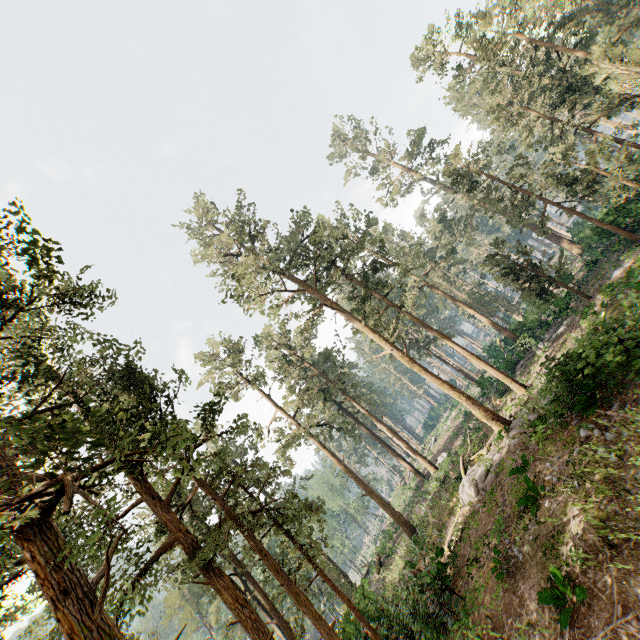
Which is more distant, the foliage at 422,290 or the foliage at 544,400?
the foliage at 544,400

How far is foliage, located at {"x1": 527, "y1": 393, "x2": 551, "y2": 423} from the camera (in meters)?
13.65

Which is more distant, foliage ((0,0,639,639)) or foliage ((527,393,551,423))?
foliage ((527,393,551,423))

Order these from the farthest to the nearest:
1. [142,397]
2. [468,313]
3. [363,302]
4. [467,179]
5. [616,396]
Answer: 1. [468,313]
2. [467,179]
3. [363,302]
4. [142,397]
5. [616,396]

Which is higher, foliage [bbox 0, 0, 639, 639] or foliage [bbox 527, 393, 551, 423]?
foliage [bbox 0, 0, 639, 639]

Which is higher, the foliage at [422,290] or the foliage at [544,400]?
the foliage at [422,290]
